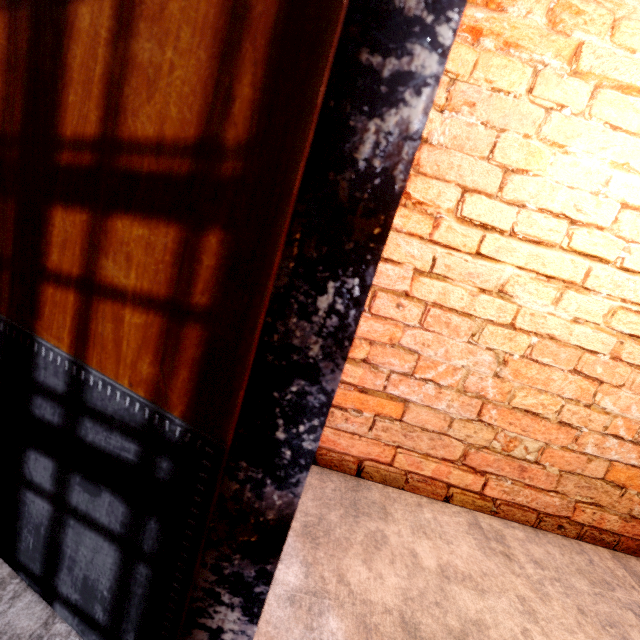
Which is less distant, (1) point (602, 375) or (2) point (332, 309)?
(2) point (332, 309)
